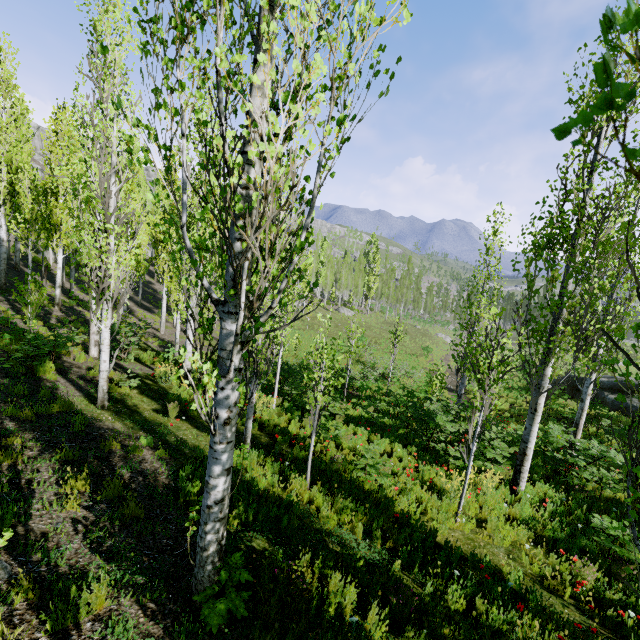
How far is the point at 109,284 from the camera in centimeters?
782cm

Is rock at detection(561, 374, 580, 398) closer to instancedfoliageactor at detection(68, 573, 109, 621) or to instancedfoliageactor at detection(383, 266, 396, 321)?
instancedfoliageactor at detection(383, 266, 396, 321)

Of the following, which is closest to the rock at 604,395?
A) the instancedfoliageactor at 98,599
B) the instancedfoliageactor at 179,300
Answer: the instancedfoliageactor at 179,300

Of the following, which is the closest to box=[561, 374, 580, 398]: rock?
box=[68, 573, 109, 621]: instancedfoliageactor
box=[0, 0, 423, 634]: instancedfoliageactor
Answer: box=[0, 0, 423, 634]: instancedfoliageactor

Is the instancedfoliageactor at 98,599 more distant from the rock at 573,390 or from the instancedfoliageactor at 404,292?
the rock at 573,390

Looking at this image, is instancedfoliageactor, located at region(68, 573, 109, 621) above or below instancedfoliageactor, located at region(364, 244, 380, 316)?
below

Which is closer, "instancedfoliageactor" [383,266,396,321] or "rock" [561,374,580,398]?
"rock" [561,374,580,398]
